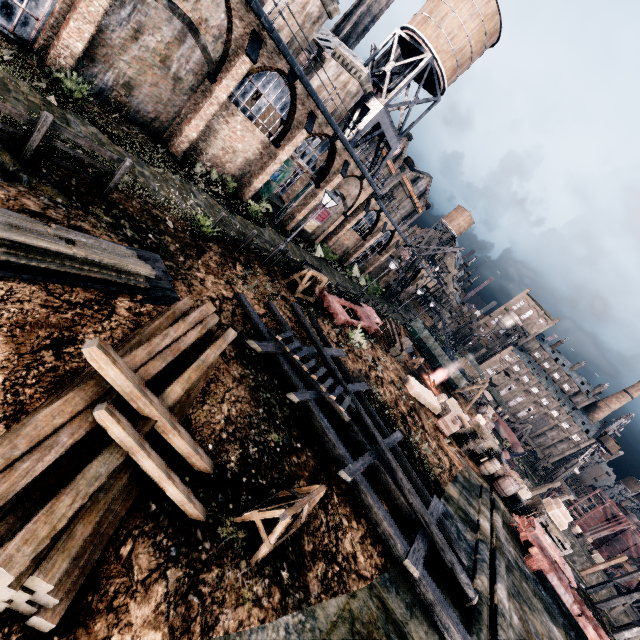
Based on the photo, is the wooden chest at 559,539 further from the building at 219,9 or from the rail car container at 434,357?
the building at 219,9

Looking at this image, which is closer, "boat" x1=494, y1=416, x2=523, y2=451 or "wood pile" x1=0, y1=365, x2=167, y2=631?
"wood pile" x1=0, y1=365, x2=167, y2=631

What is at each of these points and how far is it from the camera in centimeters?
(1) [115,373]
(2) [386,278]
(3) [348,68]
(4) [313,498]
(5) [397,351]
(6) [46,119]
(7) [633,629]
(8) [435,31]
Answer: (1) wooden beam, 450cm
(2) building, 5403cm
(3) chimney, 2623cm
(4) wooden support structure, 673cm
(5) wood pile, 2870cm
(6) wooden railing, 843cm
(7) wooden scaffolding, 2120cm
(8) water tower, 2797cm

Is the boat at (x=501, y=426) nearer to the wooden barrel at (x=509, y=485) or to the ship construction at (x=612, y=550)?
the ship construction at (x=612, y=550)

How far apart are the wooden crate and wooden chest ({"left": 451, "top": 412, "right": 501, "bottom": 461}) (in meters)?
0.24

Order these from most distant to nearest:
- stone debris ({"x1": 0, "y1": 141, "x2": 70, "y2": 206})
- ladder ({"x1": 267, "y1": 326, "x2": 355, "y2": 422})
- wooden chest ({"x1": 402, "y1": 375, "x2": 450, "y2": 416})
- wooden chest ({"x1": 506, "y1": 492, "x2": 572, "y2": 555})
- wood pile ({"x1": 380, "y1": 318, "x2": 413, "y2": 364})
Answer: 1. wood pile ({"x1": 380, "y1": 318, "x2": 413, "y2": 364})
2. wooden chest ({"x1": 402, "y1": 375, "x2": 450, "y2": 416})
3. wooden chest ({"x1": 506, "y1": 492, "x2": 572, "y2": 555})
4. ladder ({"x1": 267, "y1": 326, "x2": 355, "y2": 422})
5. stone debris ({"x1": 0, "y1": 141, "x2": 70, "y2": 206})

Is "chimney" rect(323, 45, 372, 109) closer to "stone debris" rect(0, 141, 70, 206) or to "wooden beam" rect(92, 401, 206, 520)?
"stone debris" rect(0, 141, 70, 206)

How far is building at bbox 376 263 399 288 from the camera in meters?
50.7 m
